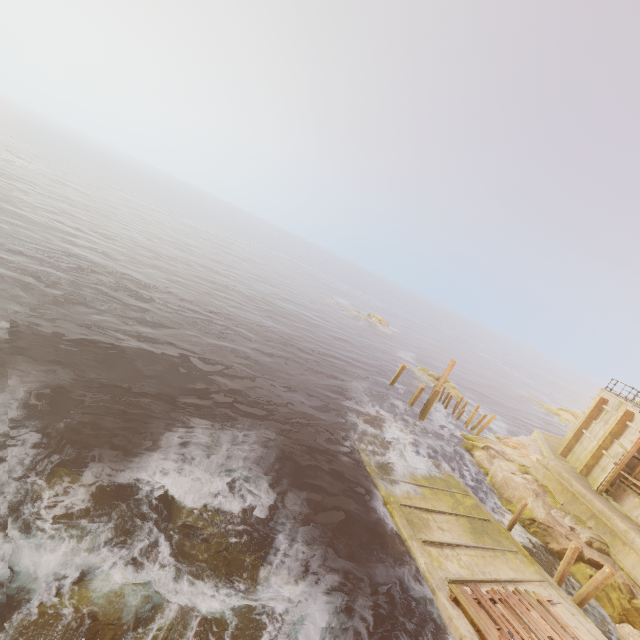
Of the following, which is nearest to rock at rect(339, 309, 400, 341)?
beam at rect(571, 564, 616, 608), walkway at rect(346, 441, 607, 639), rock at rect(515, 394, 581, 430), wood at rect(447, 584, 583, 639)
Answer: rock at rect(515, 394, 581, 430)

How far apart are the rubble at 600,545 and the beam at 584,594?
3.1 meters

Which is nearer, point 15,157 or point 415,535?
point 415,535

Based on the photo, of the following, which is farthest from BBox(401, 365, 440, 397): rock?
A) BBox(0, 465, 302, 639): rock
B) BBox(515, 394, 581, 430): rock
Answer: BBox(0, 465, 302, 639): rock

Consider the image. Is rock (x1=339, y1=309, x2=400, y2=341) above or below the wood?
below

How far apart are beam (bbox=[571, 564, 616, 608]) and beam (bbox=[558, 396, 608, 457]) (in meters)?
12.26

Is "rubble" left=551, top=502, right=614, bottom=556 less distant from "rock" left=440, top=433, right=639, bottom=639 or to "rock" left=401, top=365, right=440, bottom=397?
"rock" left=440, top=433, right=639, bottom=639

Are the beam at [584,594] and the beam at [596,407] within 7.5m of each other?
no
